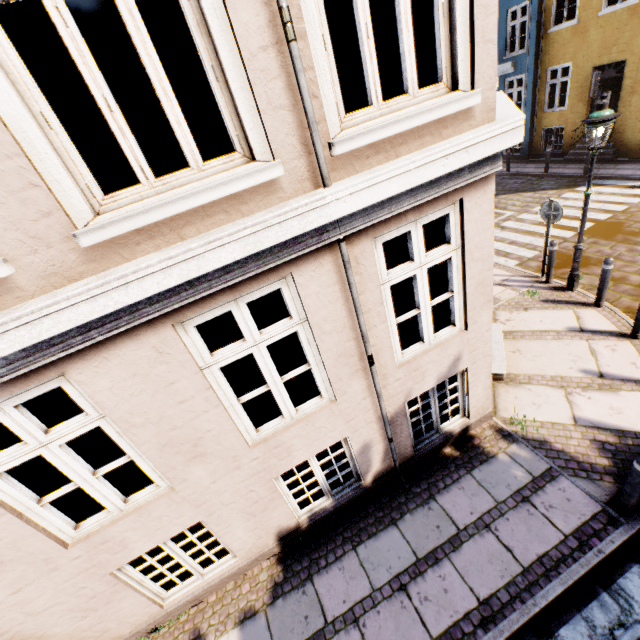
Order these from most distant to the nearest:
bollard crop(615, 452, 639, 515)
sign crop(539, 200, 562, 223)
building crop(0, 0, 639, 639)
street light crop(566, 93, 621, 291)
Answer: sign crop(539, 200, 562, 223), street light crop(566, 93, 621, 291), bollard crop(615, 452, 639, 515), building crop(0, 0, 639, 639)

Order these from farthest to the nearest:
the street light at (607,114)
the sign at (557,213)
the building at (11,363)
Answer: the sign at (557,213), the street light at (607,114), the building at (11,363)

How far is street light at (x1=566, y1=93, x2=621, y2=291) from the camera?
5.55m

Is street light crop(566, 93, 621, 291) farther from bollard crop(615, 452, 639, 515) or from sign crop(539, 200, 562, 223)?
bollard crop(615, 452, 639, 515)

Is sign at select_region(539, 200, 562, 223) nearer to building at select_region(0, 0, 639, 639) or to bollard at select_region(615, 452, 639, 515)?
building at select_region(0, 0, 639, 639)

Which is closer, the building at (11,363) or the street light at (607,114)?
the building at (11,363)

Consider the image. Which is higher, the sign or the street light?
the sign

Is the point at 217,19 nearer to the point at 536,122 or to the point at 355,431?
the point at 355,431
